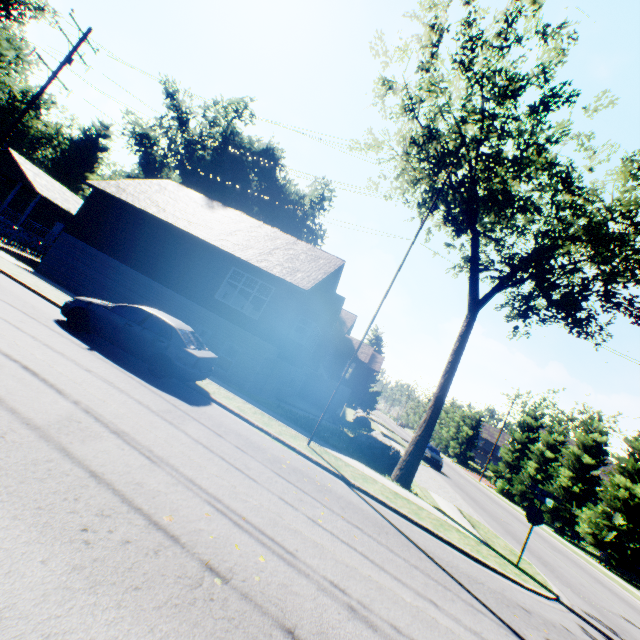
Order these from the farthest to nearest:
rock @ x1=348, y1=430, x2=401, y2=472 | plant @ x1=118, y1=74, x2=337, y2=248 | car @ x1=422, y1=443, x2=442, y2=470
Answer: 1. plant @ x1=118, y1=74, x2=337, y2=248
2. car @ x1=422, y1=443, x2=442, y2=470
3. rock @ x1=348, y1=430, x2=401, y2=472

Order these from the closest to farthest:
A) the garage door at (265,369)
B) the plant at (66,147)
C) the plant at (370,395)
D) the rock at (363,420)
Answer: the garage door at (265,369) → the rock at (363,420) → the plant at (370,395) → the plant at (66,147)

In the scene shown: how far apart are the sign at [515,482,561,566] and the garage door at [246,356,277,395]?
12.8m

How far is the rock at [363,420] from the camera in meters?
33.2 m

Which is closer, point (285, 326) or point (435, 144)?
point (435, 144)

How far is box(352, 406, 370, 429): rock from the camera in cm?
3320

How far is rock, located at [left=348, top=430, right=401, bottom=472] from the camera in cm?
1475

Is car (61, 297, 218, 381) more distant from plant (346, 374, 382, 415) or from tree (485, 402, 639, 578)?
plant (346, 374, 382, 415)
